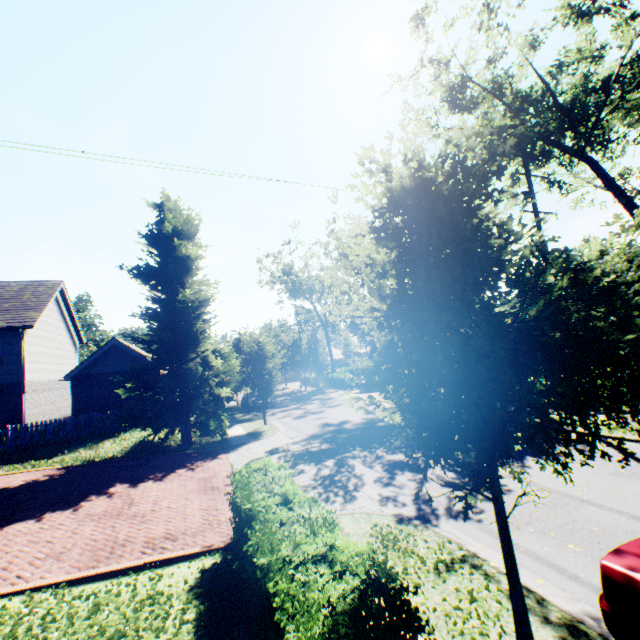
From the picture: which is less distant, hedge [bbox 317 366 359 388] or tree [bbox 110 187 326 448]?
tree [bbox 110 187 326 448]

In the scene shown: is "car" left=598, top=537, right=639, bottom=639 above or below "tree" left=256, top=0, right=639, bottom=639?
below

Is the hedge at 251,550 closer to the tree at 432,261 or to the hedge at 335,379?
the tree at 432,261

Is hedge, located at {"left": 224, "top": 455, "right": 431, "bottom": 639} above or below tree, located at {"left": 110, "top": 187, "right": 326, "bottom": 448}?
below

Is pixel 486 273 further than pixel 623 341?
No

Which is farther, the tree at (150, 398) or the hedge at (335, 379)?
the hedge at (335, 379)

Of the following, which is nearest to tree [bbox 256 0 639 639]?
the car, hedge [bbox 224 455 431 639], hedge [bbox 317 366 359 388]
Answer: hedge [bbox 317 366 359 388]

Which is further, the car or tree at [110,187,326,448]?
tree at [110,187,326,448]
